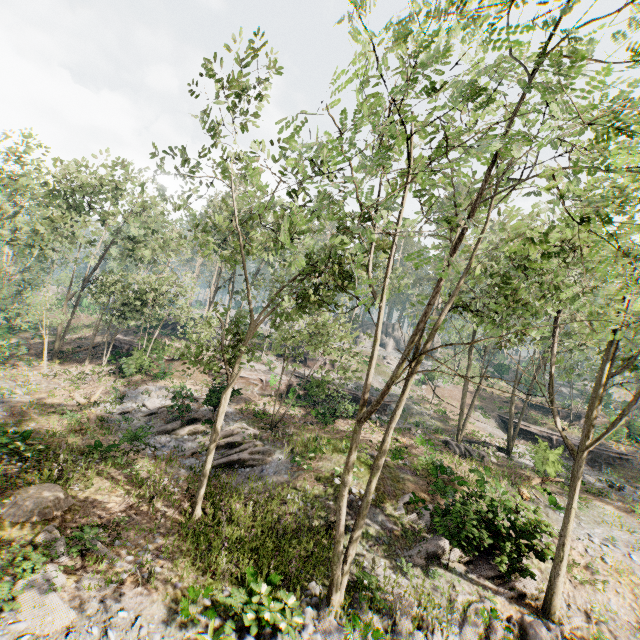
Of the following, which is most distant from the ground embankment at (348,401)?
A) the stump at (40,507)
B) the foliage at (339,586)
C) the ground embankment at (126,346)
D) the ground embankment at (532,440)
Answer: the stump at (40,507)

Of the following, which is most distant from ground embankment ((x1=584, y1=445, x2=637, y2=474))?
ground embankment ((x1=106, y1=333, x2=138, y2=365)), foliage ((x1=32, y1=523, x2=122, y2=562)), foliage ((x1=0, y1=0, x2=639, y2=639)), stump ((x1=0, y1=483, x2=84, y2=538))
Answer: ground embankment ((x1=106, y1=333, x2=138, y2=365))

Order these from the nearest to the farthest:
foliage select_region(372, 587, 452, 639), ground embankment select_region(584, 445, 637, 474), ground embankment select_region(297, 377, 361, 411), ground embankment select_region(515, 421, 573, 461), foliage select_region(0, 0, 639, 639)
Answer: foliage select_region(0, 0, 639, 639)
foliage select_region(372, 587, 452, 639)
ground embankment select_region(515, 421, 573, 461)
ground embankment select_region(297, 377, 361, 411)
ground embankment select_region(584, 445, 637, 474)

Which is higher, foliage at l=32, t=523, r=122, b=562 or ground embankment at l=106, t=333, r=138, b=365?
ground embankment at l=106, t=333, r=138, b=365

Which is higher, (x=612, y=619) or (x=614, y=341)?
(x=614, y=341)

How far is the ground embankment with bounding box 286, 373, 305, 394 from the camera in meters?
27.8 m

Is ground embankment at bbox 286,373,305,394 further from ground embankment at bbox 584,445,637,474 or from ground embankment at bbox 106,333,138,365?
ground embankment at bbox 106,333,138,365

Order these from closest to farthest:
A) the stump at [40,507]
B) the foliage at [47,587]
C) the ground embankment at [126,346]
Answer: the foliage at [47,587], the stump at [40,507], the ground embankment at [126,346]
